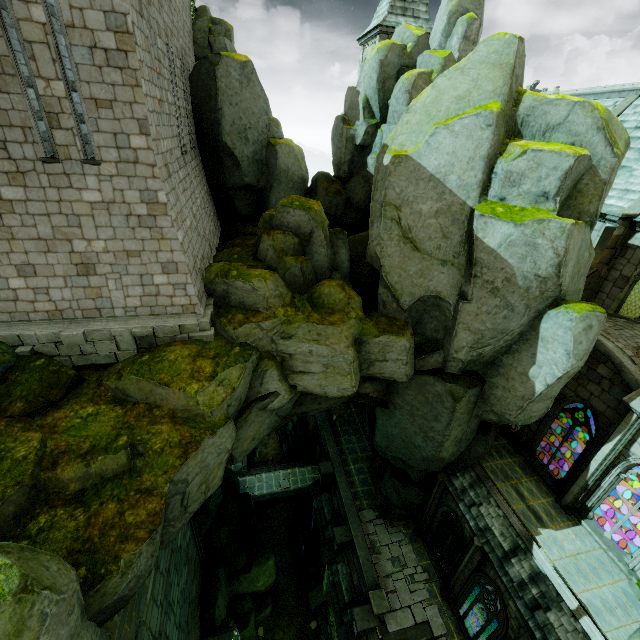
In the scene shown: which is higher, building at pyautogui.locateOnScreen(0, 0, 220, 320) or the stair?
building at pyautogui.locateOnScreen(0, 0, 220, 320)

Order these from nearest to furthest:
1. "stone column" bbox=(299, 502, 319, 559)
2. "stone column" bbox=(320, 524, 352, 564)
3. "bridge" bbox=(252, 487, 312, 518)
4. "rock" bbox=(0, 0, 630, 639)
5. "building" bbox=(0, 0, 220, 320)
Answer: "rock" bbox=(0, 0, 630, 639) < "building" bbox=(0, 0, 220, 320) < "stone column" bbox=(320, 524, 352, 564) < "stone column" bbox=(299, 502, 319, 559) < "bridge" bbox=(252, 487, 312, 518)

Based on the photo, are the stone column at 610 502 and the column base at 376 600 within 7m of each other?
no

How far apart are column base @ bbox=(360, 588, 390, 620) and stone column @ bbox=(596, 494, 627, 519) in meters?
18.0

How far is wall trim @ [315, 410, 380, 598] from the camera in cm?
1760

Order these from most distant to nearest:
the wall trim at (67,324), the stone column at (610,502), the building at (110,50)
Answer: the stone column at (610,502) < the wall trim at (67,324) < the building at (110,50)

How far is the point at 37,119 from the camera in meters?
8.2

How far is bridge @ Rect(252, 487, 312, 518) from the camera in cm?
2850
